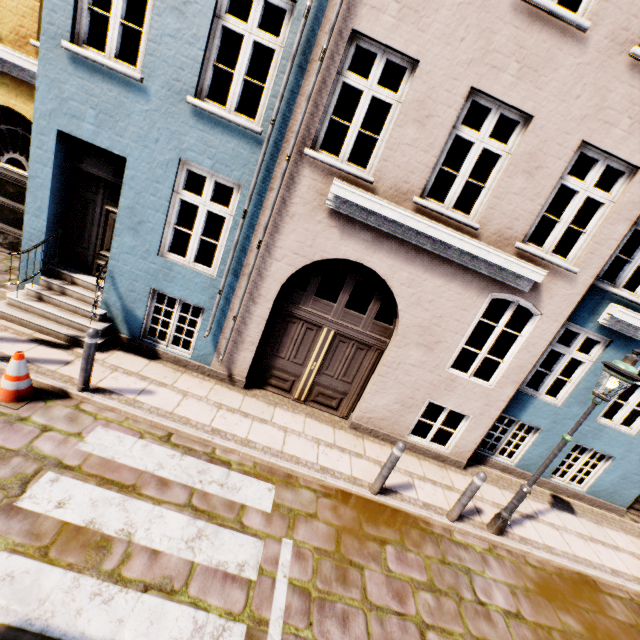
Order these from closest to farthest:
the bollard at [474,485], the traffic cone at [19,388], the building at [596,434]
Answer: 1. the traffic cone at [19,388]
2. the bollard at [474,485]
3. the building at [596,434]

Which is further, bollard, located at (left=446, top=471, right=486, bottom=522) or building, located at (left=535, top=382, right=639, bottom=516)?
building, located at (left=535, top=382, right=639, bottom=516)

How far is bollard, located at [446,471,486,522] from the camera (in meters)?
5.34

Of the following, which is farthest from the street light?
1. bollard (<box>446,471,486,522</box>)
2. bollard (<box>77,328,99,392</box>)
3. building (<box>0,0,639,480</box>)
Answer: bollard (<box>77,328,99,392</box>)

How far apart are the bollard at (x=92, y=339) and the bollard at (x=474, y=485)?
6.5 meters

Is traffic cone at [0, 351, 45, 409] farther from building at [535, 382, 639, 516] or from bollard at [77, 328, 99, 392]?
building at [535, 382, 639, 516]

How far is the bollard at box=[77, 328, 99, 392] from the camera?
4.8 meters

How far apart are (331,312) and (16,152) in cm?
1916
